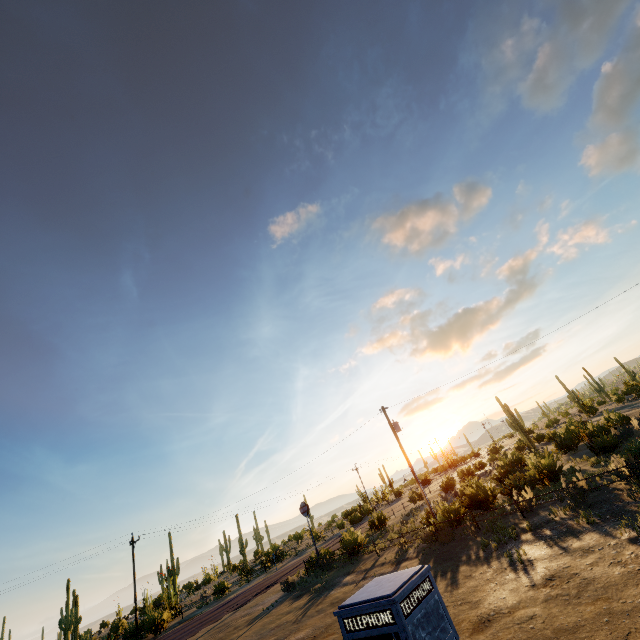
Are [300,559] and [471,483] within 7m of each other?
no
